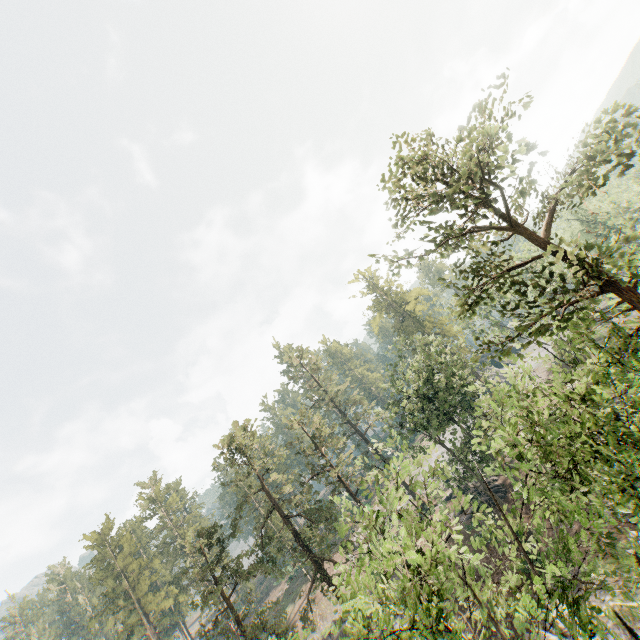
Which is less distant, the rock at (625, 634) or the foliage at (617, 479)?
the foliage at (617, 479)

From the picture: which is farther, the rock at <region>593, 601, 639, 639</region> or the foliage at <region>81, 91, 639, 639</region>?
the rock at <region>593, 601, 639, 639</region>

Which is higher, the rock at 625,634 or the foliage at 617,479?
the foliage at 617,479

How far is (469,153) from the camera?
11.6 meters

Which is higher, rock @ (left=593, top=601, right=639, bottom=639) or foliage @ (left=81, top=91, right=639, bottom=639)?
foliage @ (left=81, top=91, right=639, bottom=639)
